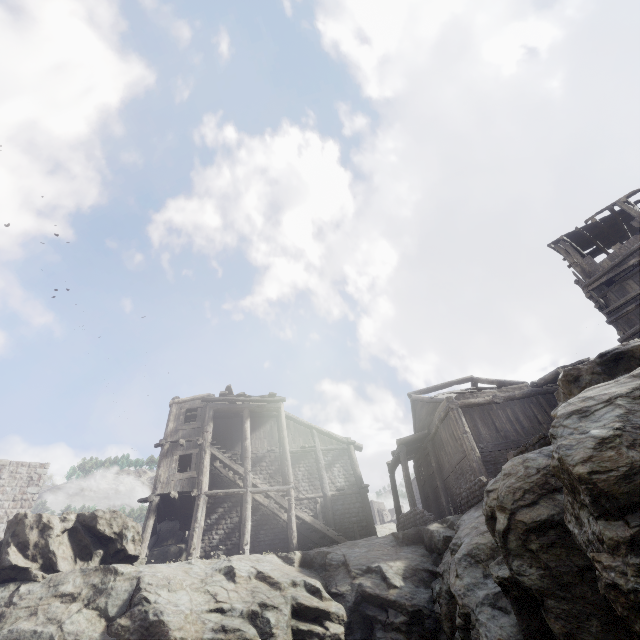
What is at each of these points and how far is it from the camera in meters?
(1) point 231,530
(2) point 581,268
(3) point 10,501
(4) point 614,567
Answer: (1) building, 17.7
(2) building, 13.9
(3) building, 20.5
(4) rock, 3.3

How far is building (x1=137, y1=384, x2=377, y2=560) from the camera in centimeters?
1666cm

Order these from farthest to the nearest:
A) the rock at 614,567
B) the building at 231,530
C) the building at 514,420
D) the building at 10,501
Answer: the building at 10,501 → the building at 231,530 → the building at 514,420 → the rock at 614,567

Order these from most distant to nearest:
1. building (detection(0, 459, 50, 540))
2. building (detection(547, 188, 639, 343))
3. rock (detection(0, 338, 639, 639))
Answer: building (detection(0, 459, 50, 540)) → building (detection(547, 188, 639, 343)) → rock (detection(0, 338, 639, 639))

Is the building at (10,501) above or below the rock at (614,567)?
above

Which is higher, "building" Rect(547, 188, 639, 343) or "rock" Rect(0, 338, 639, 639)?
"building" Rect(547, 188, 639, 343)
